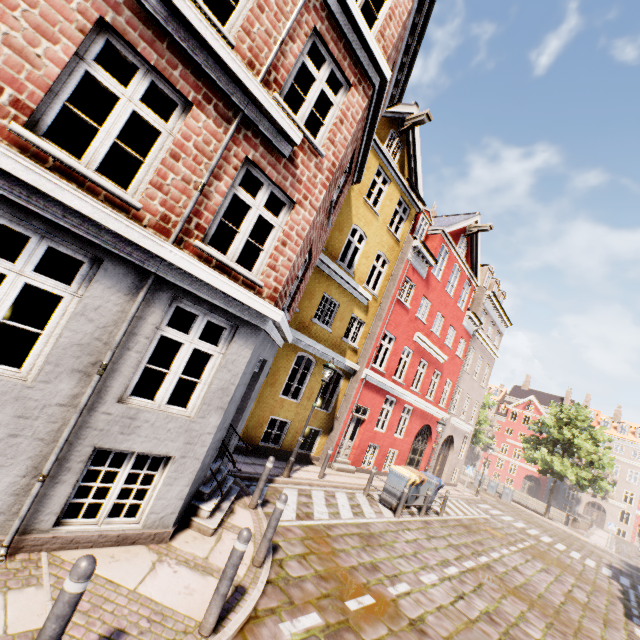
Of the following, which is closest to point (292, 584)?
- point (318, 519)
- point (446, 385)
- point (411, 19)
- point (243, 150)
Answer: point (318, 519)

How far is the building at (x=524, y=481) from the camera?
51.8m

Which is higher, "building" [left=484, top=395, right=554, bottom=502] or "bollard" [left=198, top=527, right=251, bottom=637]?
"building" [left=484, top=395, right=554, bottom=502]

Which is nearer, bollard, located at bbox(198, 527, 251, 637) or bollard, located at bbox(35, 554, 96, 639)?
bollard, located at bbox(35, 554, 96, 639)

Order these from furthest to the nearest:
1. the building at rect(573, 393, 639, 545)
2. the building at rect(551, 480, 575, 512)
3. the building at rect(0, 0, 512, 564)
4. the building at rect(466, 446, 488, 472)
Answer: the building at rect(466, 446, 488, 472)
the building at rect(551, 480, 575, 512)
the building at rect(573, 393, 639, 545)
the building at rect(0, 0, 512, 564)

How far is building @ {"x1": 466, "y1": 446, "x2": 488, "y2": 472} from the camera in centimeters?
5772cm

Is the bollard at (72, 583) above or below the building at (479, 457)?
below
